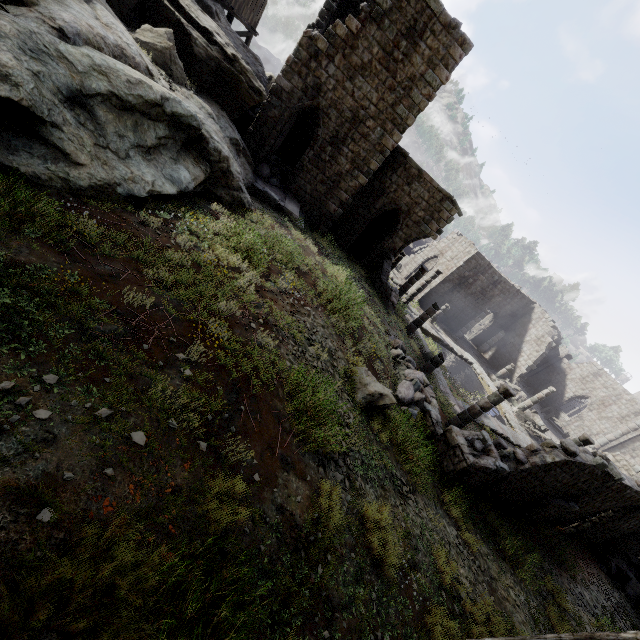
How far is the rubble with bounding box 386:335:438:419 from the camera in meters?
11.6

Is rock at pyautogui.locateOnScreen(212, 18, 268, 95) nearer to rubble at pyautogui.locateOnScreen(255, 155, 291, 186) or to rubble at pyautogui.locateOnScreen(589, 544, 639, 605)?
rubble at pyautogui.locateOnScreen(255, 155, 291, 186)

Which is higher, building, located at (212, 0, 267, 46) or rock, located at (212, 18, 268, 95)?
building, located at (212, 0, 267, 46)

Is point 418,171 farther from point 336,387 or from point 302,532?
point 302,532

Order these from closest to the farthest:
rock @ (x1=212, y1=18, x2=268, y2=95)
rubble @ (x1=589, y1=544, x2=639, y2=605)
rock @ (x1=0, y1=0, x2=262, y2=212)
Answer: rock @ (x1=0, y1=0, x2=262, y2=212), rubble @ (x1=589, y1=544, x2=639, y2=605), rock @ (x1=212, y1=18, x2=268, y2=95)

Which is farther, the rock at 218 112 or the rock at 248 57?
the rock at 248 57

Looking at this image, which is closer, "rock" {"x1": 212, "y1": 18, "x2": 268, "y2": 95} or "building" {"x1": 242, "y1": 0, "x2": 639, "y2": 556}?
"building" {"x1": 242, "y1": 0, "x2": 639, "y2": 556}

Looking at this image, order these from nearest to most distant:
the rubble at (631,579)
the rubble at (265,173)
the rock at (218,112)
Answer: the rock at (218,112)
the rubble at (631,579)
the rubble at (265,173)
